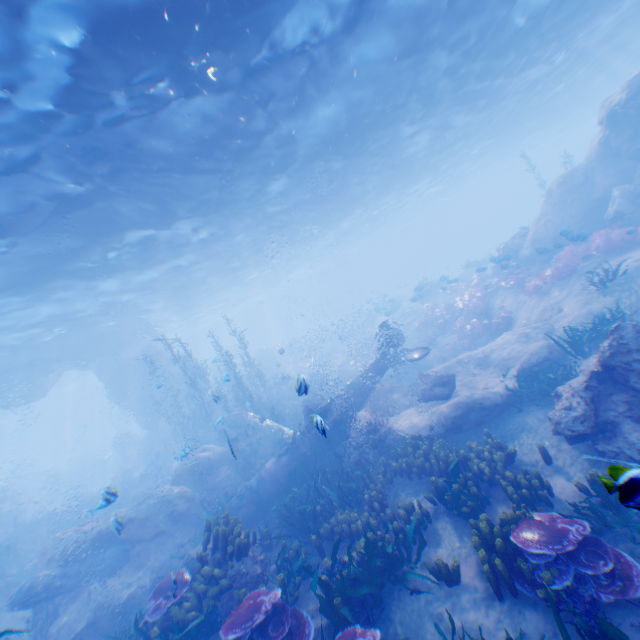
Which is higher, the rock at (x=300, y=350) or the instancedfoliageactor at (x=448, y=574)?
the rock at (x=300, y=350)

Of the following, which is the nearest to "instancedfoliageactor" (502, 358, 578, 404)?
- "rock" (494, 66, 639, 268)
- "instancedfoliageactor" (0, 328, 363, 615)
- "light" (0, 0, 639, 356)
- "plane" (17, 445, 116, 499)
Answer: "rock" (494, 66, 639, 268)

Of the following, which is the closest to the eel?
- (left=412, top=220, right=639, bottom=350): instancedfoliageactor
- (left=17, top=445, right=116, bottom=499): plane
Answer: (left=412, top=220, right=639, bottom=350): instancedfoliageactor

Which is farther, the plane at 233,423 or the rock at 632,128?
the rock at 632,128

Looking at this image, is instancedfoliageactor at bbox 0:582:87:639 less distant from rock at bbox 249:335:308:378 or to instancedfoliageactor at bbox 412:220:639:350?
rock at bbox 249:335:308:378

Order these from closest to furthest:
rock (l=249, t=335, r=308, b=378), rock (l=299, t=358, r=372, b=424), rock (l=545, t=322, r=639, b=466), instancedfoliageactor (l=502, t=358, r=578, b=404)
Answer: rock (l=545, t=322, r=639, b=466)
instancedfoliageactor (l=502, t=358, r=578, b=404)
rock (l=299, t=358, r=372, b=424)
rock (l=249, t=335, r=308, b=378)

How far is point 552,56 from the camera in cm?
1906

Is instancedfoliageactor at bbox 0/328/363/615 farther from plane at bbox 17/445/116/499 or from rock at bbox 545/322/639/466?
plane at bbox 17/445/116/499
